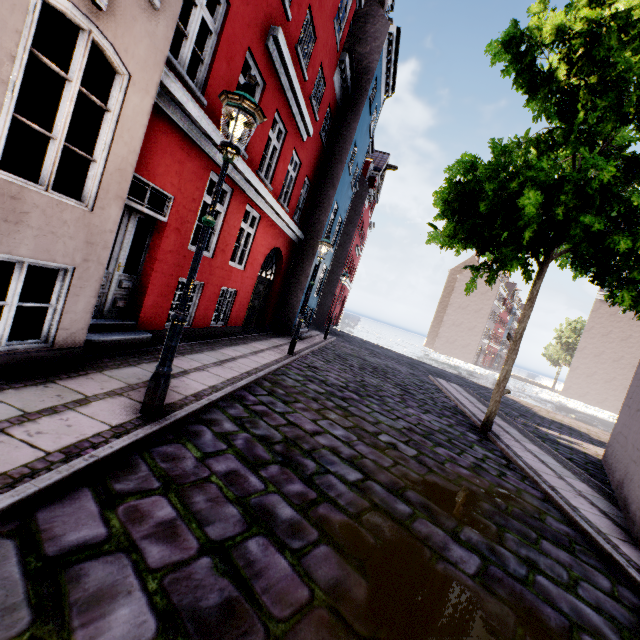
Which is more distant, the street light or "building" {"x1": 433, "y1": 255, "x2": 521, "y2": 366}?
"building" {"x1": 433, "y1": 255, "x2": 521, "y2": 366}

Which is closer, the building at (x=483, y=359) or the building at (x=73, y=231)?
the building at (x=73, y=231)

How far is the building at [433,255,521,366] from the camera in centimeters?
5059cm

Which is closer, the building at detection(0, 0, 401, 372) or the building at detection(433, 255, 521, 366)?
the building at detection(0, 0, 401, 372)

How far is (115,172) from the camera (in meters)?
4.16

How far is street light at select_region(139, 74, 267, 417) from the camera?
3.4 meters

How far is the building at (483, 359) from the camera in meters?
50.6 m
